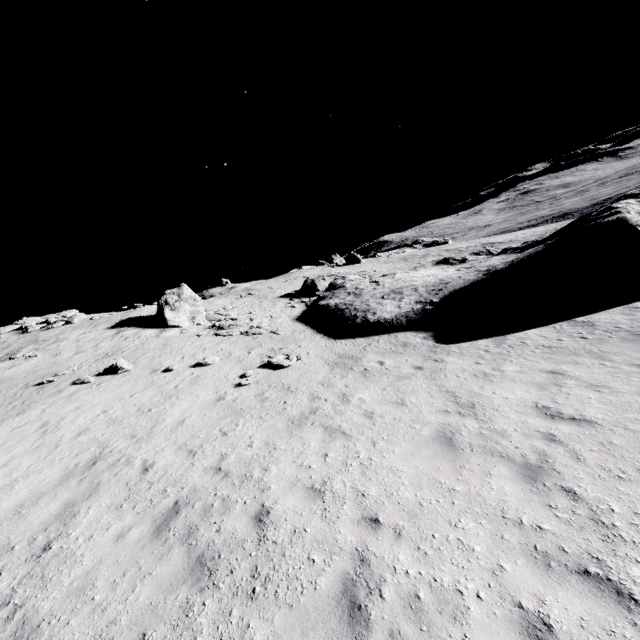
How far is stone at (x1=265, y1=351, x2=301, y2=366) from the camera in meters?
14.9

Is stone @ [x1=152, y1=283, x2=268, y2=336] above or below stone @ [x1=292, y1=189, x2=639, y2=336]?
above

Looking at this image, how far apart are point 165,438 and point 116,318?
21.7 meters

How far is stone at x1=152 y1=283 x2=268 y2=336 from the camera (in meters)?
22.00

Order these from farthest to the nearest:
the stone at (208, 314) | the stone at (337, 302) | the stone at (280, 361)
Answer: the stone at (208, 314), the stone at (337, 302), the stone at (280, 361)

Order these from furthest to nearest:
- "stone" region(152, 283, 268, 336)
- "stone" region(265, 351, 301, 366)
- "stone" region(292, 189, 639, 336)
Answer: "stone" region(152, 283, 268, 336), "stone" region(292, 189, 639, 336), "stone" region(265, 351, 301, 366)

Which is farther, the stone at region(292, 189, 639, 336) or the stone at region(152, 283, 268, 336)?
the stone at region(152, 283, 268, 336)

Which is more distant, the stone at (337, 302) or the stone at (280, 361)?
the stone at (337, 302)
